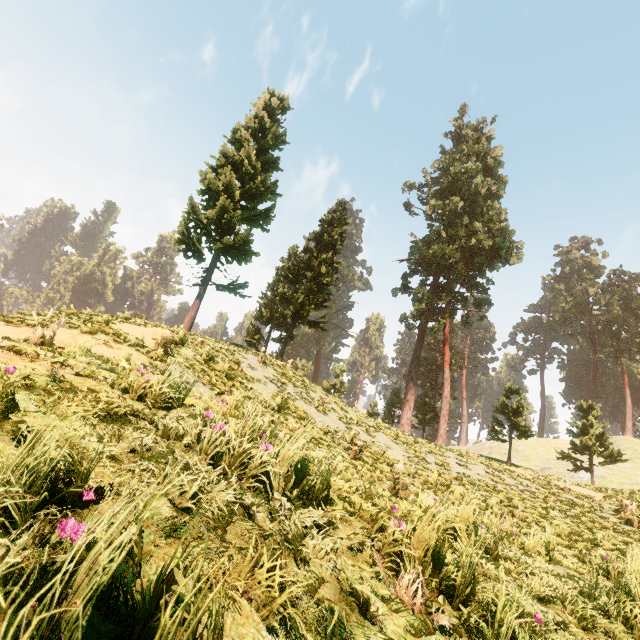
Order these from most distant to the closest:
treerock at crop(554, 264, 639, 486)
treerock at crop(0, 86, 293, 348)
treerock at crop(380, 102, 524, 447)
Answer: treerock at crop(380, 102, 524, 447) → treerock at crop(554, 264, 639, 486) → treerock at crop(0, 86, 293, 348)

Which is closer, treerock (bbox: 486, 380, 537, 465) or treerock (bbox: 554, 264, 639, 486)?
treerock (bbox: 486, 380, 537, 465)

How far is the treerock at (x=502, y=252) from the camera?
32.7m

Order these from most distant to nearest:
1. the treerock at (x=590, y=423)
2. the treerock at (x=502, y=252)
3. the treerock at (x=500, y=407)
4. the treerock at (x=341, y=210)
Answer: the treerock at (x=502, y=252) → the treerock at (x=590, y=423) → the treerock at (x=341, y=210) → the treerock at (x=500, y=407)

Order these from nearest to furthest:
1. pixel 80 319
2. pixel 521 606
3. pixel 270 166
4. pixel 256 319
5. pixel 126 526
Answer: pixel 126 526 < pixel 521 606 < pixel 80 319 < pixel 270 166 < pixel 256 319

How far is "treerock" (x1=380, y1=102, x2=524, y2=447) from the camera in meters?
32.7
